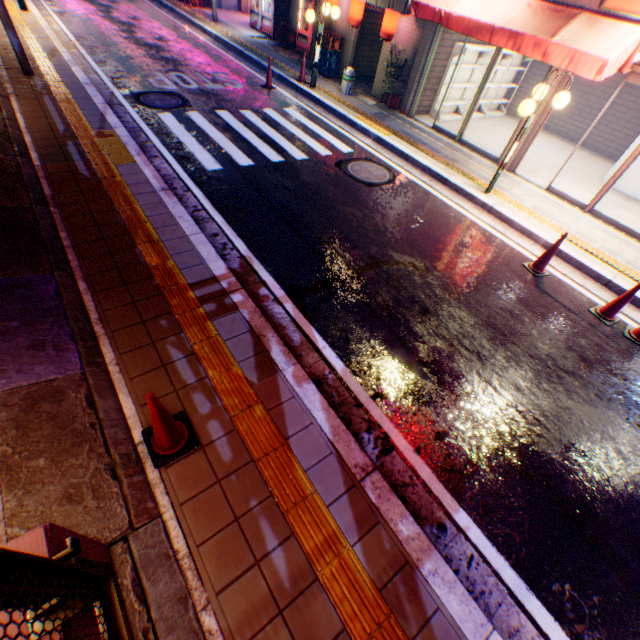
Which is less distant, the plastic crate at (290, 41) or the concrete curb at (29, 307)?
the concrete curb at (29, 307)

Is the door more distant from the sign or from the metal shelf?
the metal shelf

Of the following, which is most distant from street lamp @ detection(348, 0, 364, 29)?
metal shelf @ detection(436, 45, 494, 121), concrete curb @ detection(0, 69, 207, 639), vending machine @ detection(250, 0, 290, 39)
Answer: concrete curb @ detection(0, 69, 207, 639)

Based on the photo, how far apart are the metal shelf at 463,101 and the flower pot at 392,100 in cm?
126

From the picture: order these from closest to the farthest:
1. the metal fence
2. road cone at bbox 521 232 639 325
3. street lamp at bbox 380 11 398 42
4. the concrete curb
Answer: the metal fence
the concrete curb
road cone at bbox 521 232 639 325
street lamp at bbox 380 11 398 42

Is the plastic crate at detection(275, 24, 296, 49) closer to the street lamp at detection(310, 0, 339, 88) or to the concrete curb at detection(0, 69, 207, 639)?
the street lamp at detection(310, 0, 339, 88)

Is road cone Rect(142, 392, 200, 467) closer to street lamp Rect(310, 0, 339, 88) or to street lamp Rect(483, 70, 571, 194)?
street lamp Rect(483, 70, 571, 194)

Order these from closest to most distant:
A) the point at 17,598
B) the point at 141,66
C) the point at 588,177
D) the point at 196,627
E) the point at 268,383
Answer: the point at 17,598 → the point at 196,627 → the point at 268,383 → the point at 588,177 → the point at 141,66
